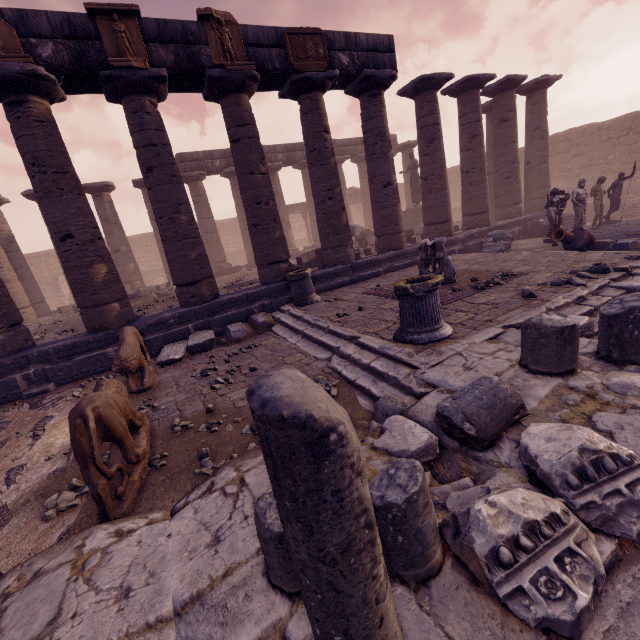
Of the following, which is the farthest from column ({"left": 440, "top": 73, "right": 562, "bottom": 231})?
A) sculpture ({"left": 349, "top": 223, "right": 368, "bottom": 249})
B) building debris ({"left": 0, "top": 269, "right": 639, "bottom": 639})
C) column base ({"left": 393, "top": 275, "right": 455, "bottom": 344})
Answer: column base ({"left": 393, "top": 275, "right": 455, "bottom": 344})

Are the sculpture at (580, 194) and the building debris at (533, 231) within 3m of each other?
yes

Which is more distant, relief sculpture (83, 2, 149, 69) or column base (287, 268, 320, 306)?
column base (287, 268, 320, 306)

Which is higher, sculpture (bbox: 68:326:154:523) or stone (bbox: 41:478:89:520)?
sculpture (bbox: 68:326:154:523)

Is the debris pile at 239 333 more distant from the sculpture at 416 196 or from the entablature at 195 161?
the sculpture at 416 196

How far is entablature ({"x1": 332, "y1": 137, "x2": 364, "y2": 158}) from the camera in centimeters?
2064cm

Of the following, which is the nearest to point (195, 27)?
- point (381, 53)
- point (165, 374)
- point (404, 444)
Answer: point (381, 53)
